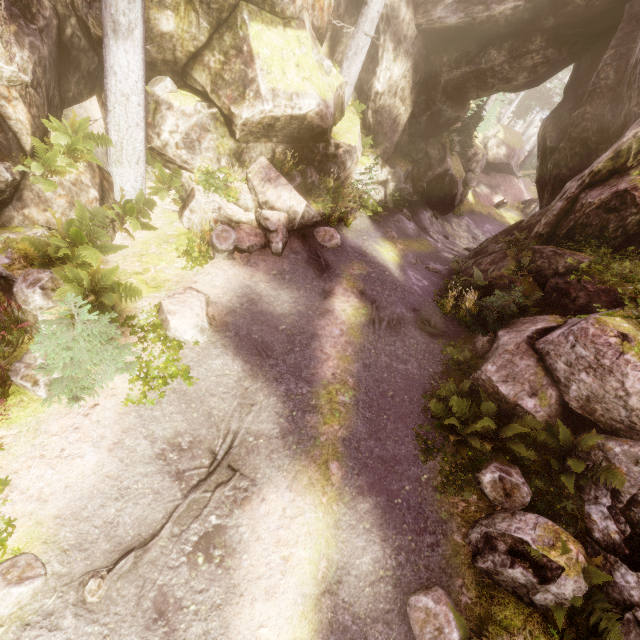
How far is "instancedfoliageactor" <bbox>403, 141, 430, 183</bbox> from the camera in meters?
19.0 m

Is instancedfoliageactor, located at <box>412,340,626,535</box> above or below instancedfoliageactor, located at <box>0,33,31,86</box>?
below

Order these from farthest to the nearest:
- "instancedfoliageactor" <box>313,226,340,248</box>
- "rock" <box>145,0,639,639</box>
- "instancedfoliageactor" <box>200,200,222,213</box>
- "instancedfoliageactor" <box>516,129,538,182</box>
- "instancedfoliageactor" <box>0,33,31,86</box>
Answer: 1. "instancedfoliageactor" <box>516,129,538,182</box>
2. "instancedfoliageactor" <box>313,226,340,248</box>
3. "instancedfoliageactor" <box>200,200,222,213</box>
4. "rock" <box>145,0,639,639</box>
5. "instancedfoliageactor" <box>0,33,31,86</box>

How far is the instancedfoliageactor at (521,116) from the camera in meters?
21.9 m

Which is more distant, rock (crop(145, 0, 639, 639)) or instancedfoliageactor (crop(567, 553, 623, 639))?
rock (crop(145, 0, 639, 639))

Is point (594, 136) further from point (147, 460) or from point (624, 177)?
point (147, 460)

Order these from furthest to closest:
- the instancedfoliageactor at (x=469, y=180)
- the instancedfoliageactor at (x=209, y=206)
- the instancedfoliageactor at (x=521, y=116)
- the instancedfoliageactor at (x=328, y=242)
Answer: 1. the instancedfoliageactor at (x=469, y=180)
2. the instancedfoliageactor at (x=521, y=116)
3. the instancedfoliageactor at (x=328, y=242)
4. the instancedfoliageactor at (x=209, y=206)
